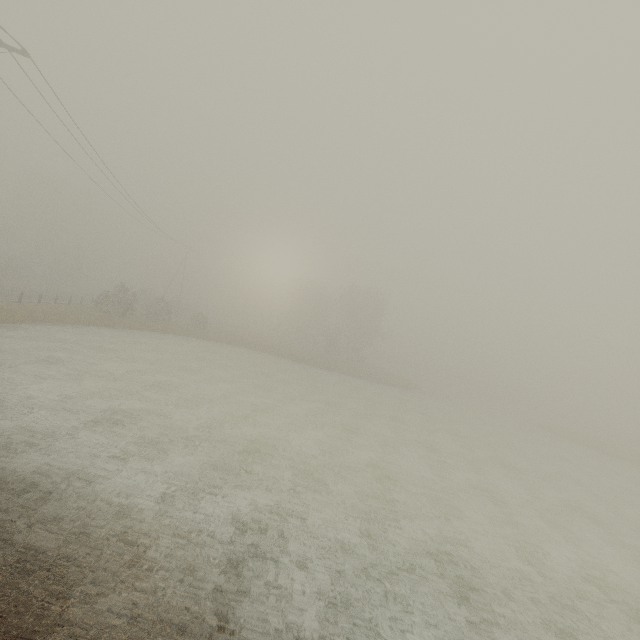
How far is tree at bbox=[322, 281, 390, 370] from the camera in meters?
52.8 m

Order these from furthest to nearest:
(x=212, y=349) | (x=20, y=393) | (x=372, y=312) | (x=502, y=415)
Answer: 1. (x=372, y=312)
2. (x=502, y=415)
3. (x=212, y=349)
4. (x=20, y=393)

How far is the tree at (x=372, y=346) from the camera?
52.8m

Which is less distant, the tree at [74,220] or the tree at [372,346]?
the tree at [74,220]

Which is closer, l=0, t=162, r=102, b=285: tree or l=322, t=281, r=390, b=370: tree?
l=0, t=162, r=102, b=285: tree
